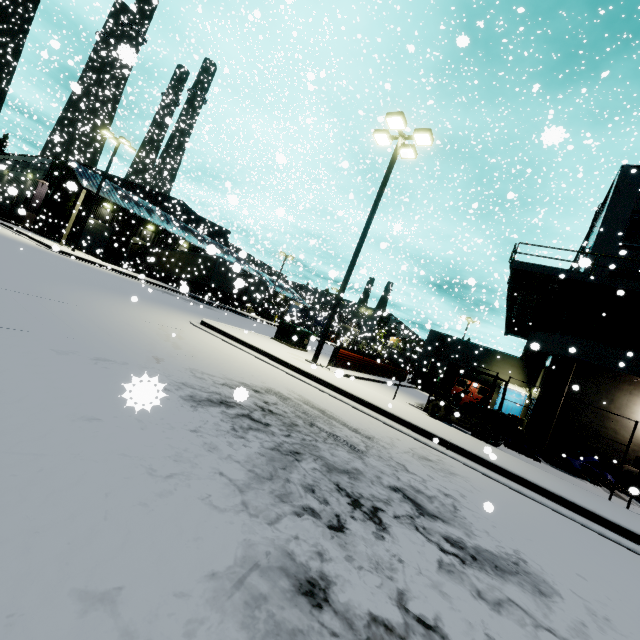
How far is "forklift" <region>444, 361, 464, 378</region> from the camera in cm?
1191

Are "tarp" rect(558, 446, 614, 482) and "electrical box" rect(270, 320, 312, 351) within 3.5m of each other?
no

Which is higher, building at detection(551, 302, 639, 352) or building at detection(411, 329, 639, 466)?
building at detection(551, 302, 639, 352)

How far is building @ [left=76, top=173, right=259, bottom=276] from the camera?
30.1m

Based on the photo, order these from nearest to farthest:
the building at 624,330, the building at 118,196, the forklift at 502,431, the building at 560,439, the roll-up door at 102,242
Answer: the forklift at 502,431, the building at 560,439, the building at 624,330, the building at 118,196, the roll-up door at 102,242

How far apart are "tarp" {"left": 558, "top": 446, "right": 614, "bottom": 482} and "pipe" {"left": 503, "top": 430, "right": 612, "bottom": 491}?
0.1m

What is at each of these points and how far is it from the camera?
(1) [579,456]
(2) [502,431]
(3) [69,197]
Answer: (1) tarp, 12.7m
(2) forklift, 10.1m
(3) tree, 31.7m

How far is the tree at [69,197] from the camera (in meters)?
30.38
